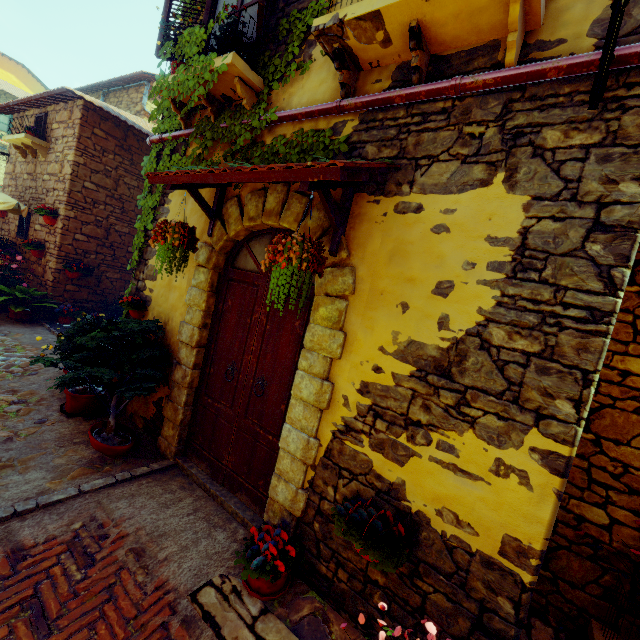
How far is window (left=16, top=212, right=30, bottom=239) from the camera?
8.2 meters

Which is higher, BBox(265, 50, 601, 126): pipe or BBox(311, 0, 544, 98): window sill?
BBox(311, 0, 544, 98): window sill

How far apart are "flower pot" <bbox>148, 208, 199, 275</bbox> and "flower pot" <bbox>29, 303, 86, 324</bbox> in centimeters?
565cm

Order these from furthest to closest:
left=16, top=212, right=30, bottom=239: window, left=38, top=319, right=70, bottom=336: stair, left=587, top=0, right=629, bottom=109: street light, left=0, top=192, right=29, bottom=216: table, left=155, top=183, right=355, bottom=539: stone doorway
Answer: left=16, top=212, right=30, bottom=239: window < left=0, top=192, right=29, bottom=216: table < left=38, top=319, right=70, bottom=336: stair < left=155, top=183, right=355, bottom=539: stone doorway < left=587, top=0, right=629, bottom=109: street light

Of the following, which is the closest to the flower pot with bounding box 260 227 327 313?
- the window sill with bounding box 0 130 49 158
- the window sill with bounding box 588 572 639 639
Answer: the window sill with bounding box 588 572 639 639

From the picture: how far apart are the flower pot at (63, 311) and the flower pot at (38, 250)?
1.5 meters

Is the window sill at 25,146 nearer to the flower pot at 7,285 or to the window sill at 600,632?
the flower pot at 7,285

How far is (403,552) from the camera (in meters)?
2.04
